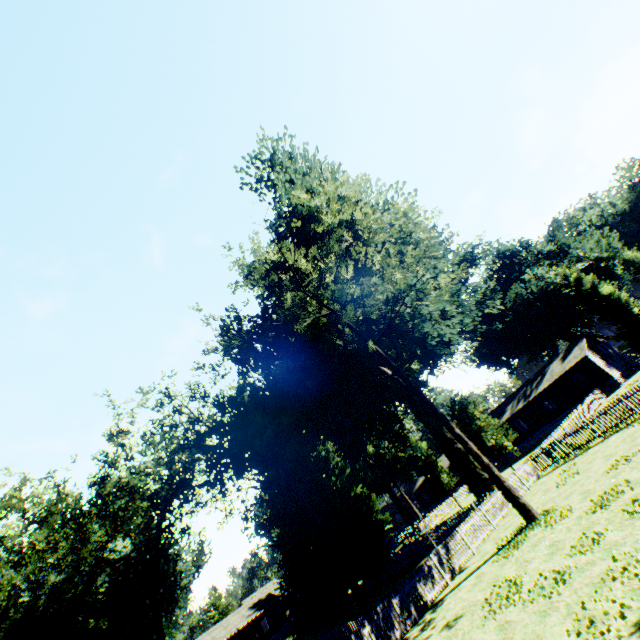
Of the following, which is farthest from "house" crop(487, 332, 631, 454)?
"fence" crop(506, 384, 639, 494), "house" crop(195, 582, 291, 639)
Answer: "house" crop(195, 582, 291, 639)

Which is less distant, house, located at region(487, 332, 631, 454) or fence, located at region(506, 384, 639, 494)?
fence, located at region(506, 384, 639, 494)

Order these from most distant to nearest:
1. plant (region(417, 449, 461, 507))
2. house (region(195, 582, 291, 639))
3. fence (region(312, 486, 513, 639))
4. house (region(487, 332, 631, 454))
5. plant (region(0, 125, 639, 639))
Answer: house (region(195, 582, 291, 639)) → plant (region(417, 449, 461, 507)) → house (region(487, 332, 631, 454)) → plant (region(0, 125, 639, 639)) → fence (region(312, 486, 513, 639))

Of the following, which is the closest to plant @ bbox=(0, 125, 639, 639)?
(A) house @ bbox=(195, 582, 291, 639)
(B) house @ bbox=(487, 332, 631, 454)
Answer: (B) house @ bbox=(487, 332, 631, 454)

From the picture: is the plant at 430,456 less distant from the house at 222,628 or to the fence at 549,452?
the fence at 549,452

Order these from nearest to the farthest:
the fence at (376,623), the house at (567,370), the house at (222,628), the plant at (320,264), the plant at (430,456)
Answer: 1. the fence at (376,623)
2. the plant at (320,264)
3. the house at (567,370)
4. the plant at (430,456)
5. the house at (222,628)

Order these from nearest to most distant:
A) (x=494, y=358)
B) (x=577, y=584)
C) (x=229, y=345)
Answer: (x=577, y=584)
(x=229, y=345)
(x=494, y=358)
